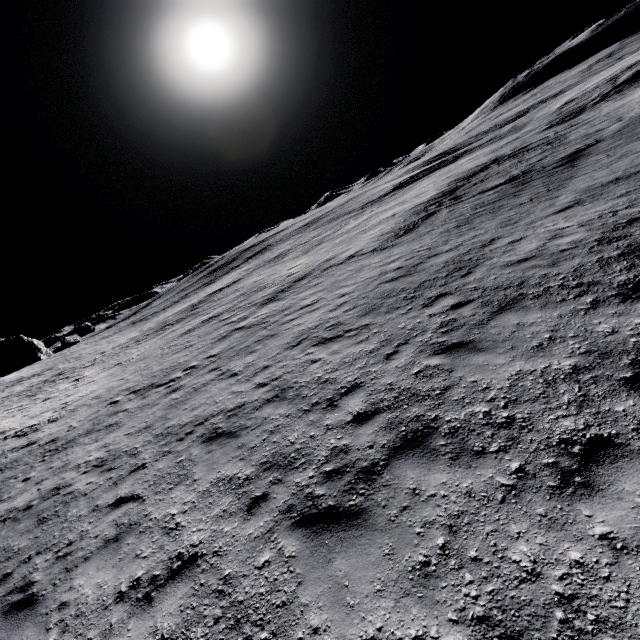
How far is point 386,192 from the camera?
44.34m
